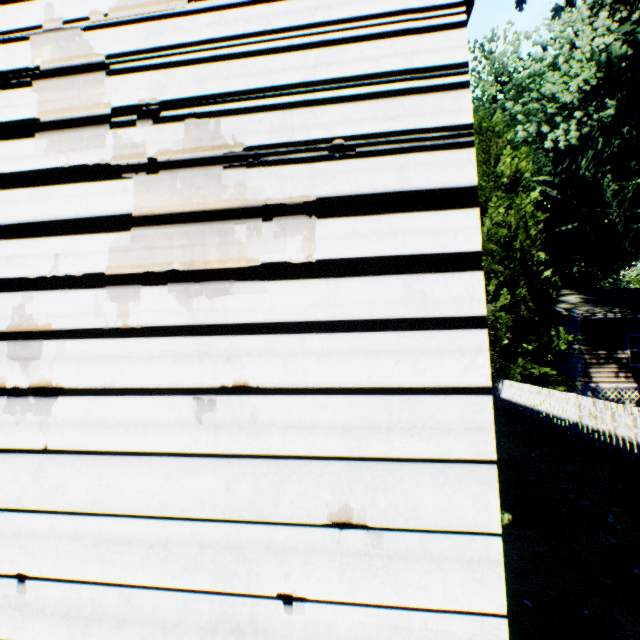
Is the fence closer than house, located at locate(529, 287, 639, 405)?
Yes

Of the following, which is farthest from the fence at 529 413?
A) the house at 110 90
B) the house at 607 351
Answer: the house at 110 90

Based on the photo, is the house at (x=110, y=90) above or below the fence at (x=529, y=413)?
above

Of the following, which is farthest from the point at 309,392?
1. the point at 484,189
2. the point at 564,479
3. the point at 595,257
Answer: the point at 595,257

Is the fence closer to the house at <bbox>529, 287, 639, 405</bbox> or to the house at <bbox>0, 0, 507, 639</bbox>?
the house at <bbox>529, 287, 639, 405</bbox>

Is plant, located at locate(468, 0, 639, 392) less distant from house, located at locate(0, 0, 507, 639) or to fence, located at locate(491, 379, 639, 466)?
fence, located at locate(491, 379, 639, 466)

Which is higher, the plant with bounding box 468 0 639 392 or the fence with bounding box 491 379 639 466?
the plant with bounding box 468 0 639 392

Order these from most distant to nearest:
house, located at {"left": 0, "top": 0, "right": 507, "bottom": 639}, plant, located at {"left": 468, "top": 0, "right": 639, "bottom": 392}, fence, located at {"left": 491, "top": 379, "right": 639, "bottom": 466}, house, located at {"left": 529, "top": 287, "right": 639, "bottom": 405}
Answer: house, located at {"left": 529, "top": 287, "right": 639, "bottom": 405} < plant, located at {"left": 468, "top": 0, "right": 639, "bottom": 392} < fence, located at {"left": 491, "top": 379, "right": 639, "bottom": 466} < house, located at {"left": 0, "top": 0, "right": 507, "bottom": 639}
